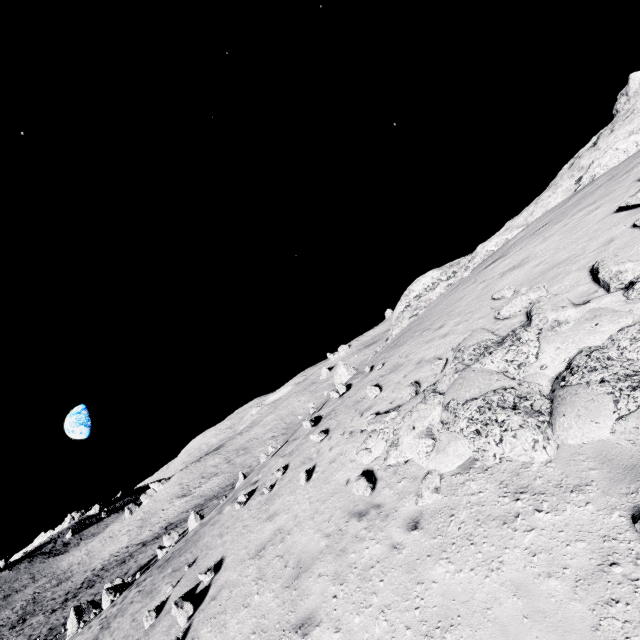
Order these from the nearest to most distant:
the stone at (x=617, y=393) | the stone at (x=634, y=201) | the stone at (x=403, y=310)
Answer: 1. the stone at (x=617, y=393)
2. the stone at (x=634, y=201)
3. the stone at (x=403, y=310)

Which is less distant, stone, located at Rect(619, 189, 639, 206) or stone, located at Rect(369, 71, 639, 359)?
stone, located at Rect(619, 189, 639, 206)

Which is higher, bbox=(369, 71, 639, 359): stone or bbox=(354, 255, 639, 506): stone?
bbox=(369, 71, 639, 359): stone

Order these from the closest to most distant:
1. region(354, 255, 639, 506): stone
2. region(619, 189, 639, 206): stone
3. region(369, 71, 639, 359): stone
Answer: region(354, 255, 639, 506): stone → region(619, 189, 639, 206): stone → region(369, 71, 639, 359): stone

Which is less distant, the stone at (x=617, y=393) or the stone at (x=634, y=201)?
the stone at (x=617, y=393)

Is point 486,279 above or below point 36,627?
above

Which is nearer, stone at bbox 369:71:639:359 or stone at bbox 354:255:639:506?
stone at bbox 354:255:639:506

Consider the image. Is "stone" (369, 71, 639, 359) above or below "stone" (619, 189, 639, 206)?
above
